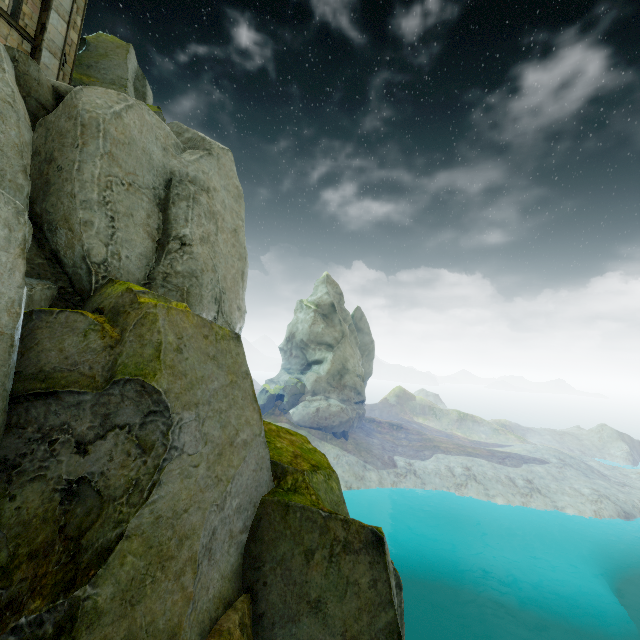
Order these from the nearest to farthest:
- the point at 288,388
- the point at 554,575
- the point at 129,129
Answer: the point at 129,129 < the point at 554,575 < the point at 288,388

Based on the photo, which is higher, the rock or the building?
the building

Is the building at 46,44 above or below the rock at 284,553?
above

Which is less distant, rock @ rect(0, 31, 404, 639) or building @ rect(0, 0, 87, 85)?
rock @ rect(0, 31, 404, 639)

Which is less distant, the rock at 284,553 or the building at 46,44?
the rock at 284,553
